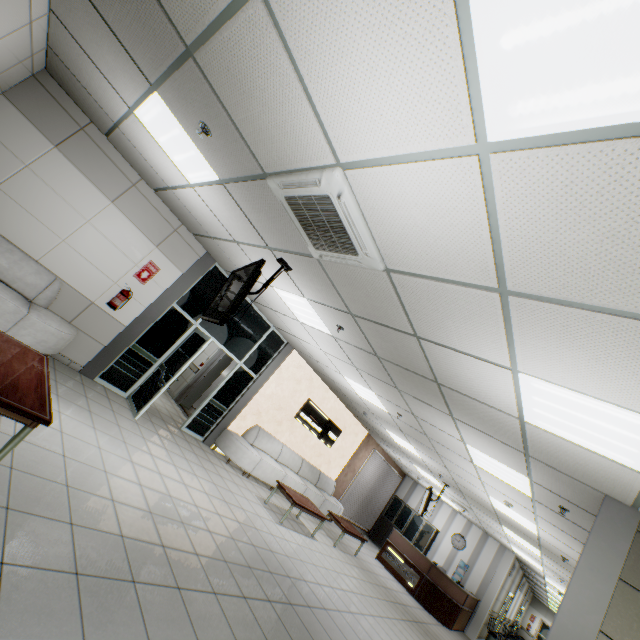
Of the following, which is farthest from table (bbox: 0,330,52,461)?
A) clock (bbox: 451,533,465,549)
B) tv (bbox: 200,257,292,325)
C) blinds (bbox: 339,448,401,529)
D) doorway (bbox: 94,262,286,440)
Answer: clock (bbox: 451,533,465,549)

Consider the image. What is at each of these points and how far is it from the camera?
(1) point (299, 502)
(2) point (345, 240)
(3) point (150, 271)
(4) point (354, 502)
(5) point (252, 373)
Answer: (1) table, 7.1 meters
(2) air conditioning vent, 2.8 meters
(3) sign, 6.2 meters
(4) blinds, 13.1 meters
(5) doorway, 8.4 meters

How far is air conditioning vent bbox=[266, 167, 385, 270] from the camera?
2.42m

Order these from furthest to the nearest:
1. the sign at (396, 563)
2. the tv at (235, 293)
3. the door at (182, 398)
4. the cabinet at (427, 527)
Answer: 1. the cabinet at (427, 527)
2. the sign at (396, 563)
3. the door at (182, 398)
4. the tv at (235, 293)

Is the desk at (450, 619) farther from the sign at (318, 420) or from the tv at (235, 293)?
the tv at (235, 293)

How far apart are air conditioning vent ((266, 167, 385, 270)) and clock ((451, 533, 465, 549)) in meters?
14.9 m

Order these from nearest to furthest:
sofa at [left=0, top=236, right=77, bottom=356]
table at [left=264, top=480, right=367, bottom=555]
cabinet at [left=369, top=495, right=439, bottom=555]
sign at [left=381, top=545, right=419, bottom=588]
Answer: sofa at [left=0, top=236, right=77, bottom=356] → table at [left=264, top=480, right=367, bottom=555] → sign at [left=381, top=545, right=419, bottom=588] → cabinet at [left=369, top=495, right=439, bottom=555]

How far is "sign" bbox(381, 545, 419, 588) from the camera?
10.5m
